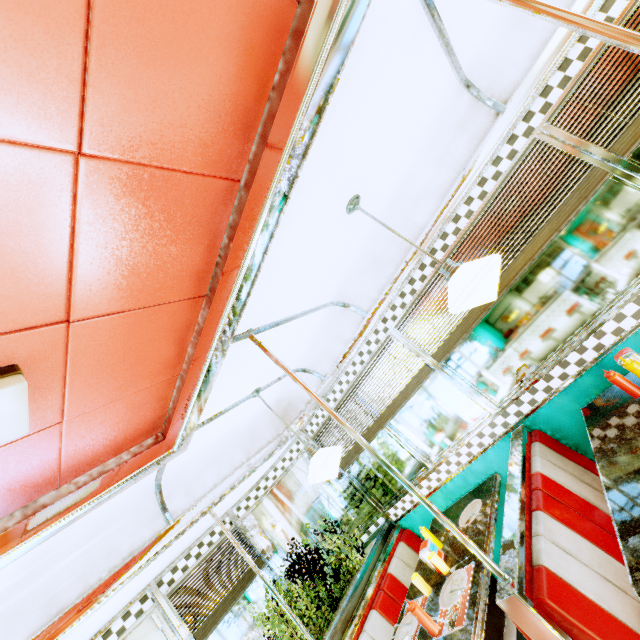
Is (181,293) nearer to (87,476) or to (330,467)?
(87,476)

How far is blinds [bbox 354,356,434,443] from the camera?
3.2 meters

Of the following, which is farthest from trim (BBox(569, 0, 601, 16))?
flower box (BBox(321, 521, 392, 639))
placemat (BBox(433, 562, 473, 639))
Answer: placemat (BBox(433, 562, 473, 639))

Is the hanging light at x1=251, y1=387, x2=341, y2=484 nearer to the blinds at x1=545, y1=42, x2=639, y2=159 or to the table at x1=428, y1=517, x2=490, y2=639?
the table at x1=428, y1=517, x2=490, y2=639

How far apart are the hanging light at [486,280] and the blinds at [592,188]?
0.8 meters

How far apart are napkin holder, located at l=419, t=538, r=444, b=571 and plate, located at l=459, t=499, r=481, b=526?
0.30m

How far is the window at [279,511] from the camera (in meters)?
4.08

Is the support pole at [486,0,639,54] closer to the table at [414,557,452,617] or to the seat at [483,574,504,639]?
the table at [414,557,452,617]
